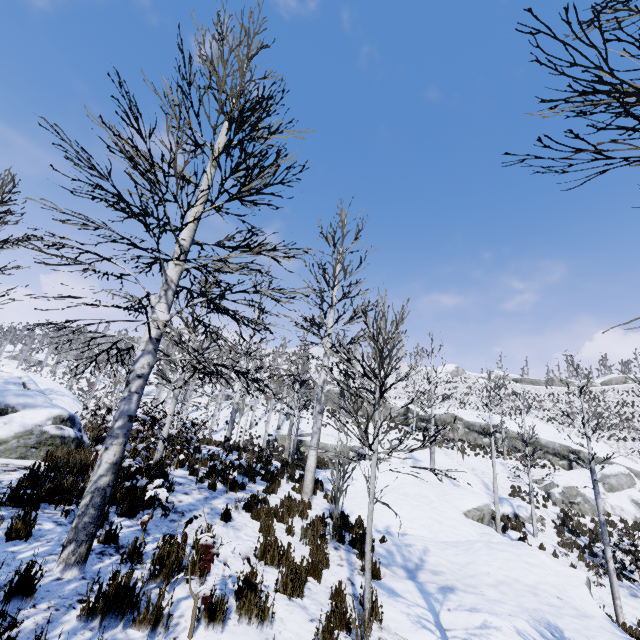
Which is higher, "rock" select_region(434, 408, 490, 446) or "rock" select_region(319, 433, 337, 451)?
"rock" select_region(434, 408, 490, 446)

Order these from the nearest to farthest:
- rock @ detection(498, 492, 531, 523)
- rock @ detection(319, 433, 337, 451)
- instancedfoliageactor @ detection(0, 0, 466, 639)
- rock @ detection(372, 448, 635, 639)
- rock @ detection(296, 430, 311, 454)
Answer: instancedfoliageactor @ detection(0, 0, 466, 639) → rock @ detection(372, 448, 635, 639) → rock @ detection(498, 492, 531, 523) → rock @ detection(319, 433, 337, 451) → rock @ detection(296, 430, 311, 454)

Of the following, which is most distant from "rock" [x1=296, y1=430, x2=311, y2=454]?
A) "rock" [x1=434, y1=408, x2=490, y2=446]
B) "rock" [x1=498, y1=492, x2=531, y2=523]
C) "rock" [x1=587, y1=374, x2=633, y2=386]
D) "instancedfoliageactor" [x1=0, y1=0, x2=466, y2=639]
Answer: "rock" [x1=587, y1=374, x2=633, y2=386]

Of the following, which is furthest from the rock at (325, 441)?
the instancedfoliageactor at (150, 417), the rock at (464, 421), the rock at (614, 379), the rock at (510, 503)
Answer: the rock at (614, 379)

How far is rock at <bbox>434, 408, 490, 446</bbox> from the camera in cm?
3226

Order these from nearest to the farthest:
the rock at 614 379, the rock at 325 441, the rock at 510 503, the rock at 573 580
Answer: the rock at 573 580 → the rock at 510 503 → the rock at 325 441 → the rock at 614 379

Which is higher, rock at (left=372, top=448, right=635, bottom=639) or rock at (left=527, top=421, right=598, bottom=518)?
rock at (left=527, top=421, right=598, bottom=518)

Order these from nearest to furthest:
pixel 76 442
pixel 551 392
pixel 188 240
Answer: pixel 188 240
pixel 76 442
pixel 551 392
